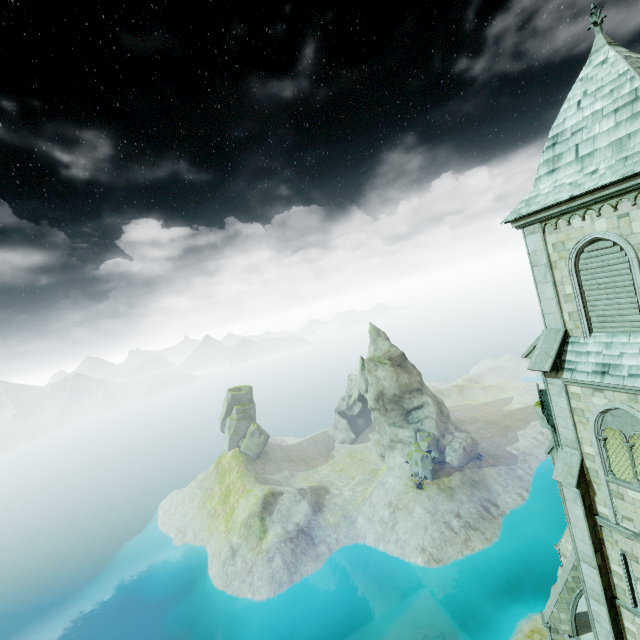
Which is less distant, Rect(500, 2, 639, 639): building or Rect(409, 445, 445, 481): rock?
Rect(500, 2, 639, 639): building

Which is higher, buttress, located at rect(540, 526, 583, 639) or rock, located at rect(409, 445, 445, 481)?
buttress, located at rect(540, 526, 583, 639)

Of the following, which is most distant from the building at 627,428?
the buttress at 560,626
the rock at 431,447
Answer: the rock at 431,447

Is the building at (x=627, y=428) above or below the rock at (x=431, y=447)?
above

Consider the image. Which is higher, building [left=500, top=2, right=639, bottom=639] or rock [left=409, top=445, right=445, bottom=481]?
building [left=500, top=2, right=639, bottom=639]

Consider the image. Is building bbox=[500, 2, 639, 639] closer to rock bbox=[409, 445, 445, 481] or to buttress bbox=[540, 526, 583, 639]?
buttress bbox=[540, 526, 583, 639]

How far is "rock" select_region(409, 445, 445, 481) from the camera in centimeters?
5647cm

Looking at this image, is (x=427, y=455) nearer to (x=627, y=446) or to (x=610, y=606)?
(x=610, y=606)
